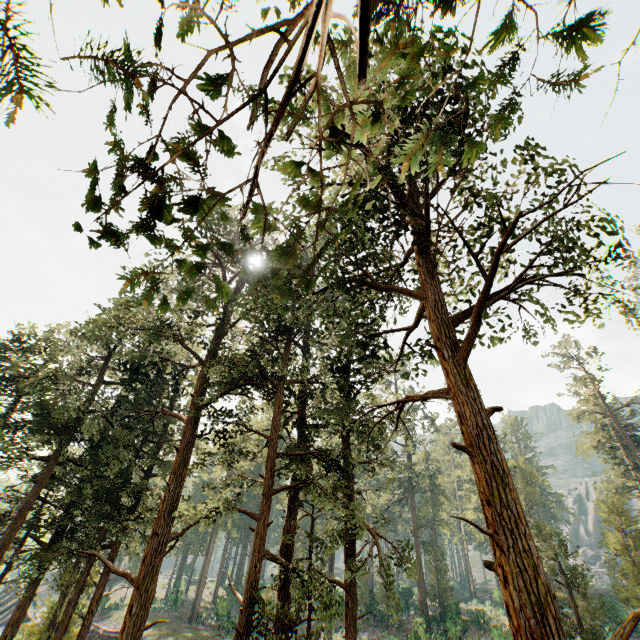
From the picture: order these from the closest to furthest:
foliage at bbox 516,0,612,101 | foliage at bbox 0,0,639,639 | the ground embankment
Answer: foliage at bbox 516,0,612,101, foliage at bbox 0,0,639,639, the ground embankment

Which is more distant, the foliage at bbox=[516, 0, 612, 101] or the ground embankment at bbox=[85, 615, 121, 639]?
the ground embankment at bbox=[85, 615, 121, 639]

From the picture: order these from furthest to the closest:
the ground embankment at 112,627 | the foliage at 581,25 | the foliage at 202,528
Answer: the ground embankment at 112,627
the foliage at 202,528
the foliage at 581,25

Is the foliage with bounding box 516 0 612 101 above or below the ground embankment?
above

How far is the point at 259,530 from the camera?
13.54m

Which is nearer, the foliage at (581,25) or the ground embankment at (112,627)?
the foliage at (581,25)

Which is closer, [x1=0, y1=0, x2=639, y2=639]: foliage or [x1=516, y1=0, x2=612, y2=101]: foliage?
[x1=516, y1=0, x2=612, y2=101]: foliage
